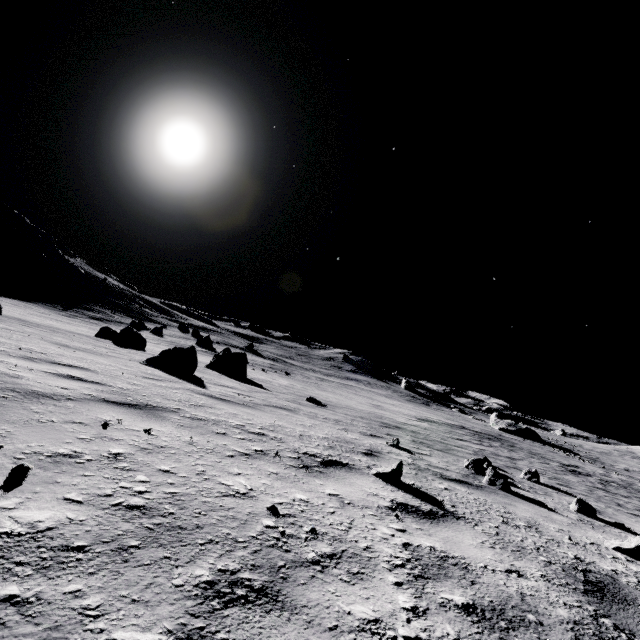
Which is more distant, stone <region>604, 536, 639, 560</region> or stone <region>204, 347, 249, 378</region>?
stone <region>204, 347, 249, 378</region>

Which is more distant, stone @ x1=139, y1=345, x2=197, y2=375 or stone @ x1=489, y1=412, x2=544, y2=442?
stone @ x1=489, y1=412, x2=544, y2=442

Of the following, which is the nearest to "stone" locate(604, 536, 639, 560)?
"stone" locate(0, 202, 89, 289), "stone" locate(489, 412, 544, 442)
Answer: "stone" locate(489, 412, 544, 442)

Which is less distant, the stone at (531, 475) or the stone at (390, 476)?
the stone at (390, 476)

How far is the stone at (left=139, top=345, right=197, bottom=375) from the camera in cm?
821

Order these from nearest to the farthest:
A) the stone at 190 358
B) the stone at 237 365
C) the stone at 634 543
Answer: the stone at 634 543 < the stone at 190 358 < the stone at 237 365

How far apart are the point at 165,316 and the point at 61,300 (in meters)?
20.28

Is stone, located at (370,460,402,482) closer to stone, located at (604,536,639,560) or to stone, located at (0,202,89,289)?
stone, located at (604,536,639,560)
